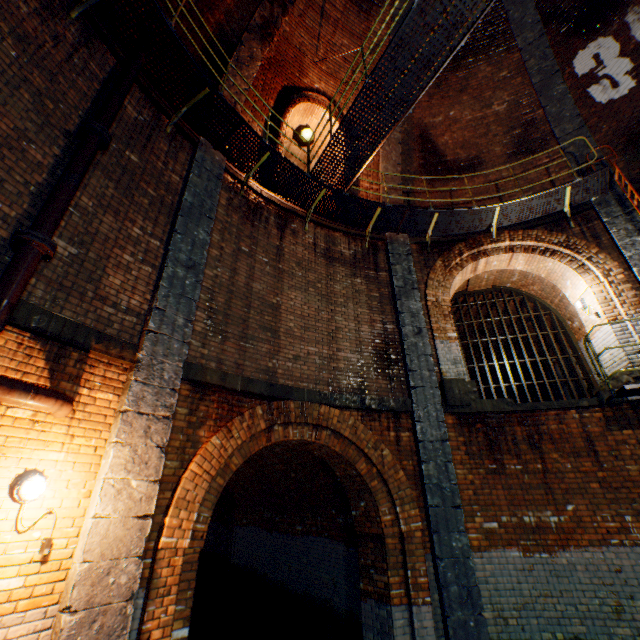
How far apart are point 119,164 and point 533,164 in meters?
10.9 m

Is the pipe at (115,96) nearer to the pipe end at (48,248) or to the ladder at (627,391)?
the pipe end at (48,248)

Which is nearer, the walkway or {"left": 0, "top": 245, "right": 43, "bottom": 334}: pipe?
{"left": 0, "top": 245, "right": 43, "bottom": 334}: pipe

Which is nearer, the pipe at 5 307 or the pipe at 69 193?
the pipe at 5 307

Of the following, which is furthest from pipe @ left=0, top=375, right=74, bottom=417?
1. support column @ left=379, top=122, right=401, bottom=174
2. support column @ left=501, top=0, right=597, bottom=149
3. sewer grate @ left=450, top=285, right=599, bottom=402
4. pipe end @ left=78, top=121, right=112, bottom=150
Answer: sewer grate @ left=450, top=285, right=599, bottom=402

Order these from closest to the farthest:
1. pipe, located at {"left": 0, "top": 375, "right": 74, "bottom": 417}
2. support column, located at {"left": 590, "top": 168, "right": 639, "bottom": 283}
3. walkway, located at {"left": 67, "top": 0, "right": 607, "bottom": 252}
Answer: pipe, located at {"left": 0, "top": 375, "right": 74, "bottom": 417} < walkway, located at {"left": 67, "top": 0, "right": 607, "bottom": 252} < support column, located at {"left": 590, "top": 168, "right": 639, "bottom": 283}

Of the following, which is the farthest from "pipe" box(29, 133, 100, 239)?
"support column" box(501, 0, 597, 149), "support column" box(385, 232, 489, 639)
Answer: "support column" box(385, 232, 489, 639)

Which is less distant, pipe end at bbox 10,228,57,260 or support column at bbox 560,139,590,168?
pipe end at bbox 10,228,57,260
